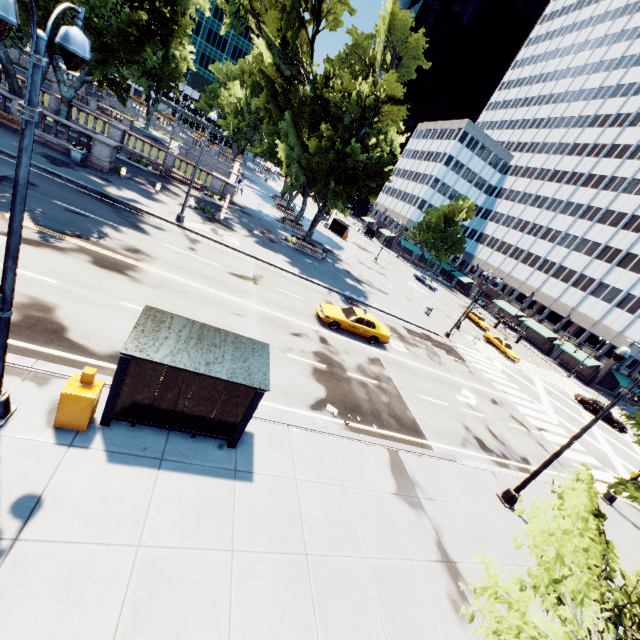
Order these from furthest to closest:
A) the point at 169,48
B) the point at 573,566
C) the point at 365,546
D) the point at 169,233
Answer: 1. the point at 169,48
2. the point at 169,233
3. the point at 365,546
4. the point at 573,566

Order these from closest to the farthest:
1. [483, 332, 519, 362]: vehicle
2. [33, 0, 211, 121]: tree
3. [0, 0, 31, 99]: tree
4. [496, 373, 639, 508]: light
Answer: [496, 373, 639, 508]: light → [33, 0, 211, 121]: tree → [0, 0, 31, 99]: tree → [483, 332, 519, 362]: vehicle

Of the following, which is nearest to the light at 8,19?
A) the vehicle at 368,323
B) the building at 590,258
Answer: the vehicle at 368,323

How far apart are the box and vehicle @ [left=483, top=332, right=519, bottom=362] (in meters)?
40.40

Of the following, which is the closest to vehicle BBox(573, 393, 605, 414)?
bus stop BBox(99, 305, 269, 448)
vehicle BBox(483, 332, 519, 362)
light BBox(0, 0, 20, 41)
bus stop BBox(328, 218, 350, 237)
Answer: vehicle BBox(483, 332, 519, 362)

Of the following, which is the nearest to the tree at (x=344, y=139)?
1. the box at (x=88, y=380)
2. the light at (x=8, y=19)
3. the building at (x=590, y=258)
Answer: the building at (x=590, y=258)

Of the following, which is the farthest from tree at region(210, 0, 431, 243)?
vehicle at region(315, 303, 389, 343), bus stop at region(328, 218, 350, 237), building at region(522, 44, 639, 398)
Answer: vehicle at region(315, 303, 389, 343)

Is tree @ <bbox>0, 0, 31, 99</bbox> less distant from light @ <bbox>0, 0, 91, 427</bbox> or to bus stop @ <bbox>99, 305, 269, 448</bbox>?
light @ <bbox>0, 0, 91, 427</bbox>
